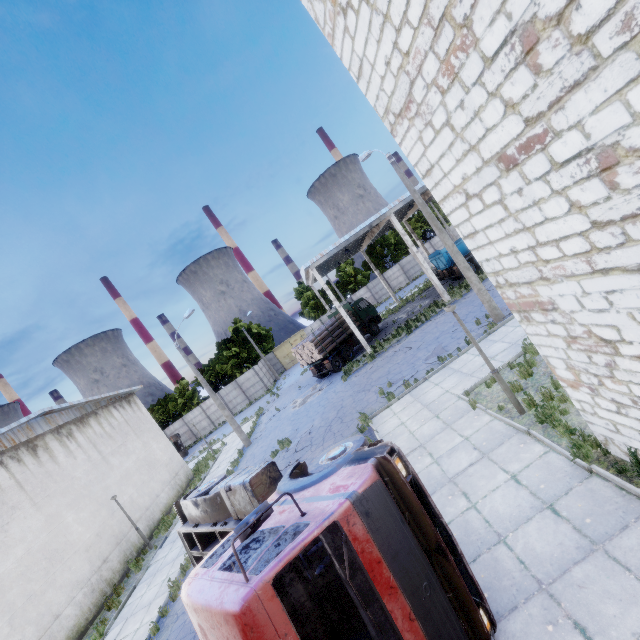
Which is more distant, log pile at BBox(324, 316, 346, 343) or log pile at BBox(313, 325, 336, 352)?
log pile at BBox(324, 316, 346, 343)

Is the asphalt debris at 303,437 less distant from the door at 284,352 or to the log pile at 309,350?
the log pile at 309,350

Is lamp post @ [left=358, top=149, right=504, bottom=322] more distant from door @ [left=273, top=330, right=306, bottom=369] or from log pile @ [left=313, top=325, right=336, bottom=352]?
door @ [left=273, top=330, right=306, bottom=369]

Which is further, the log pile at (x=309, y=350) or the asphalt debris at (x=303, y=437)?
the log pile at (x=309, y=350)

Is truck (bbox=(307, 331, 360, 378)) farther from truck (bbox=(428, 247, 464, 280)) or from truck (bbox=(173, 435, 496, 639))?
truck (bbox=(173, 435, 496, 639))

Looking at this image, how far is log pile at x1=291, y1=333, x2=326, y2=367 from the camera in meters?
24.7 m

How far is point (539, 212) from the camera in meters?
3.9 m
